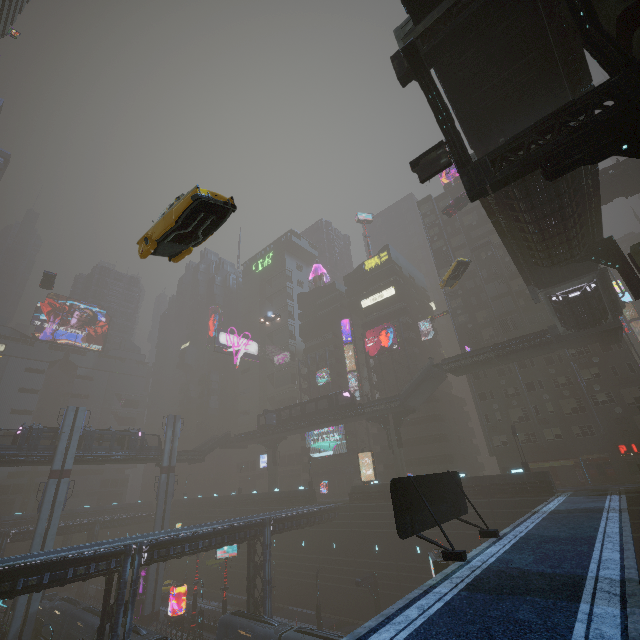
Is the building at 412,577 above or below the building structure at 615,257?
below

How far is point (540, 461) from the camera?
39.8m

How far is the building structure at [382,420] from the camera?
46.2 meters

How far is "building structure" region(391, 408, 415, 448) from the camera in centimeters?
4466cm

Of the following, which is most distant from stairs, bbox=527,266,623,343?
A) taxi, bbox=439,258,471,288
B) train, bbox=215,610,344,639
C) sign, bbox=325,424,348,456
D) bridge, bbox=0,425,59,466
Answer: bridge, bbox=0,425,59,466

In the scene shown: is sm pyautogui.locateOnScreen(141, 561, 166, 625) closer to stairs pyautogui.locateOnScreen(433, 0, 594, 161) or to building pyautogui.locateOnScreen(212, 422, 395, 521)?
building pyautogui.locateOnScreen(212, 422, 395, 521)

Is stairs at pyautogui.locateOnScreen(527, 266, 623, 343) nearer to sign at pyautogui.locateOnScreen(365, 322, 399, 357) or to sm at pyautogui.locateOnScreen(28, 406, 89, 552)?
sign at pyautogui.locateOnScreen(365, 322, 399, 357)

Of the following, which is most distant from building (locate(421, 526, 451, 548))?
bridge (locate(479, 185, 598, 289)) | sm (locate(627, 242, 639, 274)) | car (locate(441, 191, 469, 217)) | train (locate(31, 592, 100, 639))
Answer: car (locate(441, 191, 469, 217))
